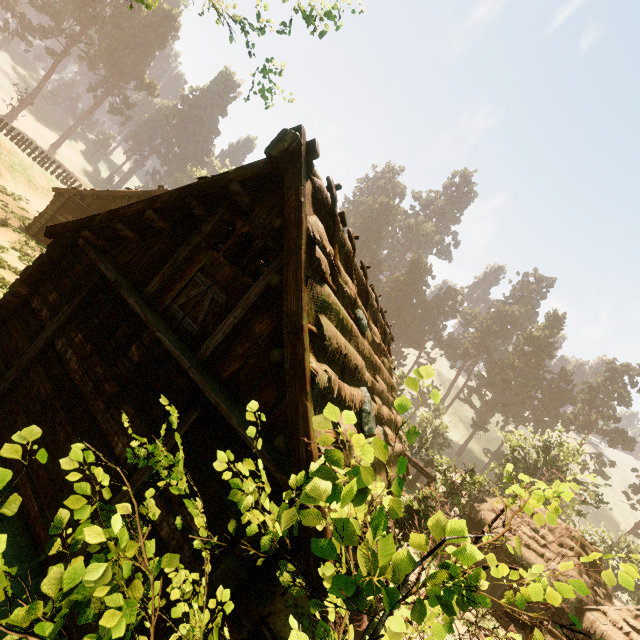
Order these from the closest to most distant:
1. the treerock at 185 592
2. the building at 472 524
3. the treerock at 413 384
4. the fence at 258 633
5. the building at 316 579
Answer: the treerock at 413 384
the treerock at 185 592
the building at 316 579
the fence at 258 633
the building at 472 524

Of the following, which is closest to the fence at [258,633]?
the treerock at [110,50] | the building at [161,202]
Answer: the building at [161,202]

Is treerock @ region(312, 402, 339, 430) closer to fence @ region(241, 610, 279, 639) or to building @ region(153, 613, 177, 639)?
building @ region(153, 613, 177, 639)

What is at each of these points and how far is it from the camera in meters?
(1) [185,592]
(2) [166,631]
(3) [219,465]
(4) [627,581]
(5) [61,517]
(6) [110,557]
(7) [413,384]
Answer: (1) treerock, 2.9
(2) building, 3.9
(3) treerock, 1.4
(4) treerock, 1.3
(5) treerock, 2.3
(6) treerock, 1.4
(7) treerock, 1.8

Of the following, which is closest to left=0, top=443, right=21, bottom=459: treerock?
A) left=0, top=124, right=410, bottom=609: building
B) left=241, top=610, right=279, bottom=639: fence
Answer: left=0, top=124, right=410, bottom=609: building

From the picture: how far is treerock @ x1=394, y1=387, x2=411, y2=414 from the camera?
1.7 meters

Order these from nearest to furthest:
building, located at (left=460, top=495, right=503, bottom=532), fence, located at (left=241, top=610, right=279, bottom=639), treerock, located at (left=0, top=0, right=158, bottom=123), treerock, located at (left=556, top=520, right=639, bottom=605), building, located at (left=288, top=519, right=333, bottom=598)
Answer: treerock, located at (left=556, top=520, right=639, bottom=605) < building, located at (left=288, top=519, right=333, bottom=598) < fence, located at (left=241, top=610, right=279, bottom=639) < building, located at (left=460, top=495, right=503, bottom=532) < treerock, located at (left=0, top=0, right=158, bottom=123)
